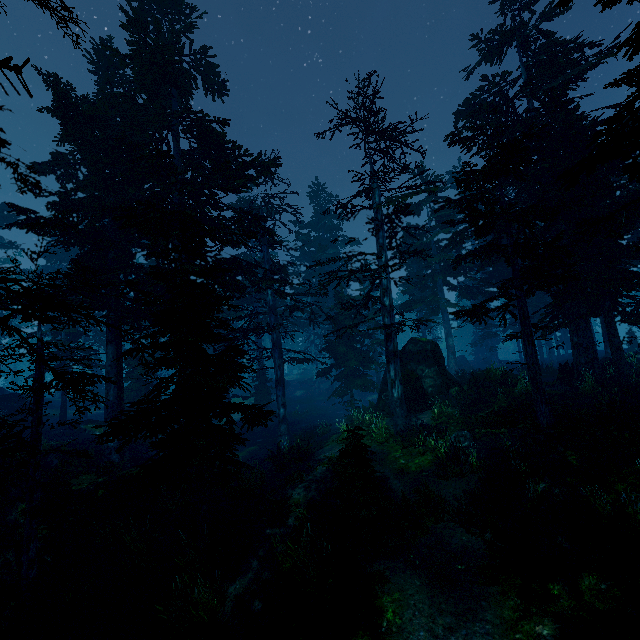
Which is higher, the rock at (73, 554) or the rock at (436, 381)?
the rock at (436, 381)

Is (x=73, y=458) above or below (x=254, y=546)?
above

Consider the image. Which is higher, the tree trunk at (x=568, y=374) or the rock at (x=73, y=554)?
the tree trunk at (x=568, y=374)

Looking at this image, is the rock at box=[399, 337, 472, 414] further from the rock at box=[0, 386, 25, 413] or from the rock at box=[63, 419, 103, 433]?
the rock at box=[0, 386, 25, 413]

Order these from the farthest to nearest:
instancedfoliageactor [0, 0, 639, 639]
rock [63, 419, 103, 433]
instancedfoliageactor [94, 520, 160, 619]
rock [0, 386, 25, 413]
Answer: rock [0, 386, 25, 413], rock [63, 419, 103, 433], instancedfoliageactor [94, 520, 160, 619], instancedfoliageactor [0, 0, 639, 639]

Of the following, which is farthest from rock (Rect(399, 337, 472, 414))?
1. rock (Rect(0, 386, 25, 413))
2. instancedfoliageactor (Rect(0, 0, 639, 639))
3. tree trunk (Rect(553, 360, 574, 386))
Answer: rock (Rect(0, 386, 25, 413))

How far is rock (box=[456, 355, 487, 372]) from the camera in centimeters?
3528cm

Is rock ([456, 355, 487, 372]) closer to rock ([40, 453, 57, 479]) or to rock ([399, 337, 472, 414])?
rock ([399, 337, 472, 414])
